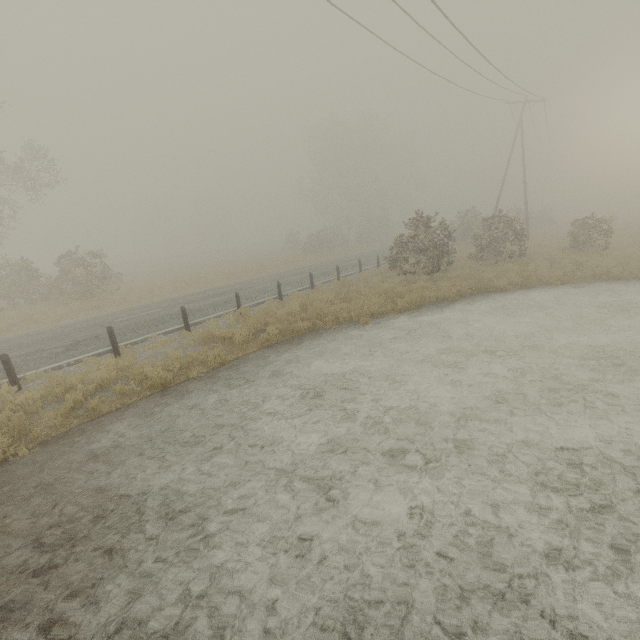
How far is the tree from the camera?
43.6 meters

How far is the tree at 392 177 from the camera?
43.6 meters

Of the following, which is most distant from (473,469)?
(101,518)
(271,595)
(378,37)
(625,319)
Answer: (378,37)
